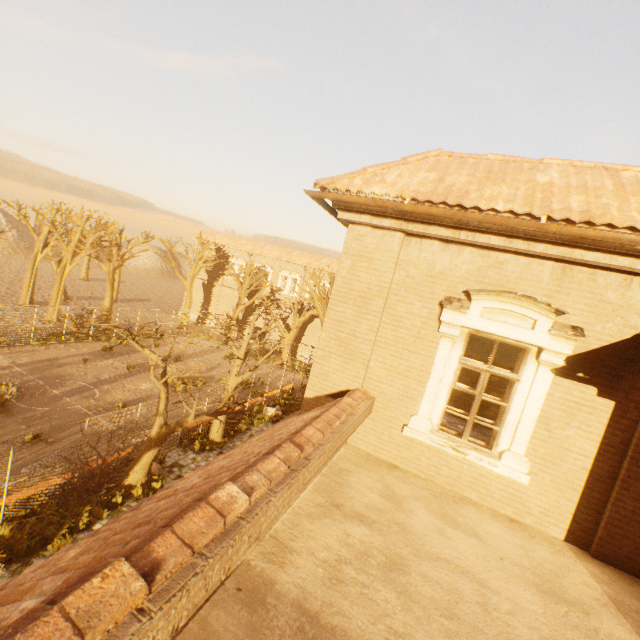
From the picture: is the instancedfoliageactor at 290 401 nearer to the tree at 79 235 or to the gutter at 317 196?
the tree at 79 235

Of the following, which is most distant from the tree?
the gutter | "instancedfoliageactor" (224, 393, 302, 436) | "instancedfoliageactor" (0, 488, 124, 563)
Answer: the gutter

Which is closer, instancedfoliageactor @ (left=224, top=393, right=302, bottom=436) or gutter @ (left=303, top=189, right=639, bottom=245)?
gutter @ (left=303, top=189, right=639, bottom=245)

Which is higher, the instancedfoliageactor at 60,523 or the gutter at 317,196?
the gutter at 317,196

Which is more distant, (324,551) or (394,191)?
(394,191)

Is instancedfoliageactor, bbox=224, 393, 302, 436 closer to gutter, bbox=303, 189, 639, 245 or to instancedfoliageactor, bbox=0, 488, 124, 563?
instancedfoliageactor, bbox=0, 488, 124, 563

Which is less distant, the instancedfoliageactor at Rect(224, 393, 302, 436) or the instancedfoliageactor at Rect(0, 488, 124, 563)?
the instancedfoliageactor at Rect(0, 488, 124, 563)

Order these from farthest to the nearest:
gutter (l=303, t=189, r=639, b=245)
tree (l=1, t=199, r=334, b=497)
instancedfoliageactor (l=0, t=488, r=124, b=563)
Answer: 1. tree (l=1, t=199, r=334, b=497)
2. instancedfoliageactor (l=0, t=488, r=124, b=563)
3. gutter (l=303, t=189, r=639, b=245)
